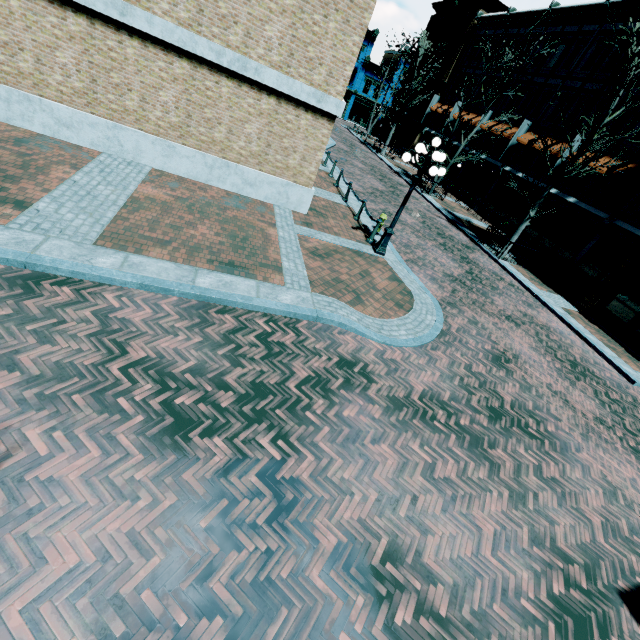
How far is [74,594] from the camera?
2.7 meters

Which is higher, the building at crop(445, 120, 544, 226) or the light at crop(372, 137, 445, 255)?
the building at crop(445, 120, 544, 226)

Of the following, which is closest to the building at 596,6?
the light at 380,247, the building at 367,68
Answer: the building at 367,68

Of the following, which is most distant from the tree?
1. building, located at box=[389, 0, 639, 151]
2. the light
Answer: the light

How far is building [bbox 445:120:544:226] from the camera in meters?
23.3

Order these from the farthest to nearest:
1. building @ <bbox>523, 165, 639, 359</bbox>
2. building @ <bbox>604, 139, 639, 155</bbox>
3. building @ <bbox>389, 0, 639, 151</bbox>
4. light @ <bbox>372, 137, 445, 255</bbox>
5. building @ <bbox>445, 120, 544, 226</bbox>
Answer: building @ <bbox>445, 120, 544, 226</bbox> → building @ <bbox>389, 0, 639, 151</bbox> → building @ <bbox>604, 139, 639, 155</bbox> → building @ <bbox>523, 165, 639, 359</bbox> → light @ <bbox>372, 137, 445, 255</bbox>

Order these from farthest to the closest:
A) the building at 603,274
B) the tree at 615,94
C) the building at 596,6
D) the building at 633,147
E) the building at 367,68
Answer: the building at 367,68 → the building at 596,6 → the building at 633,147 → the building at 603,274 → the tree at 615,94
